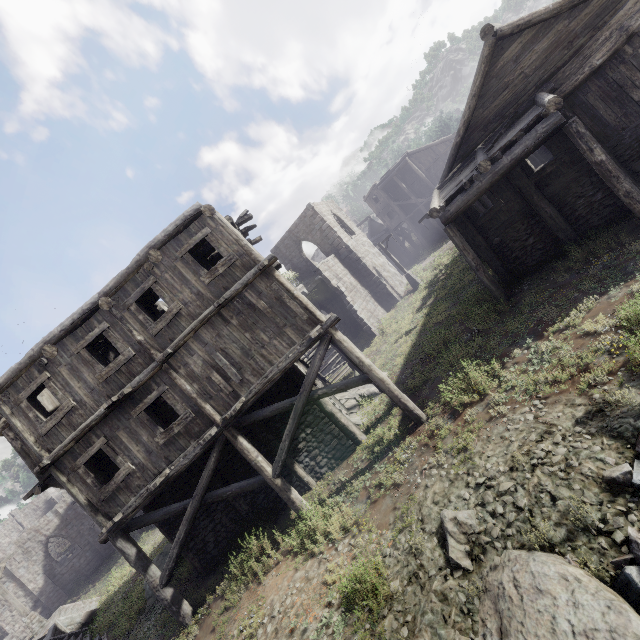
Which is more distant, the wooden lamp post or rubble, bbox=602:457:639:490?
the wooden lamp post

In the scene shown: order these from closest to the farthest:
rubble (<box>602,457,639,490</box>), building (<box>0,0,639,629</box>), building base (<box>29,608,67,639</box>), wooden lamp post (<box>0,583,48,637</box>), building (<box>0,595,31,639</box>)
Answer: rubble (<box>602,457,639,490</box>), building (<box>0,0,639,629</box>), building base (<box>29,608,67,639</box>), wooden lamp post (<box>0,583,48,637</box>), building (<box>0,595,31,639</box>)

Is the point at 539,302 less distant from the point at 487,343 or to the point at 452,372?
the point at 487,343

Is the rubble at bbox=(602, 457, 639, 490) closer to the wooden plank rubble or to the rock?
the rock

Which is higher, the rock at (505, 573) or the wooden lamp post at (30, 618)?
the wooden lamp post at (30, 618)

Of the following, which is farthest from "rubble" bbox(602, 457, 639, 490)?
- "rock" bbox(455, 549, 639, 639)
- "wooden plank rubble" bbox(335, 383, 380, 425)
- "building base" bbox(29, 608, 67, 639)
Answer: "building base" bbox(29, 608, 67, 639)

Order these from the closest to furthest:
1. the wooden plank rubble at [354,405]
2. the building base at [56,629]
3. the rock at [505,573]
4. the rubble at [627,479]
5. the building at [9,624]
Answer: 1. the rock at [505,573]
2. the rubble at [627,479]
3. the wooden plank rubble at [354,405]
4. the building base at [56,629]
5. the building at [9,624]

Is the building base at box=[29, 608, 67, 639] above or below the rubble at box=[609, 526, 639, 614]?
above
